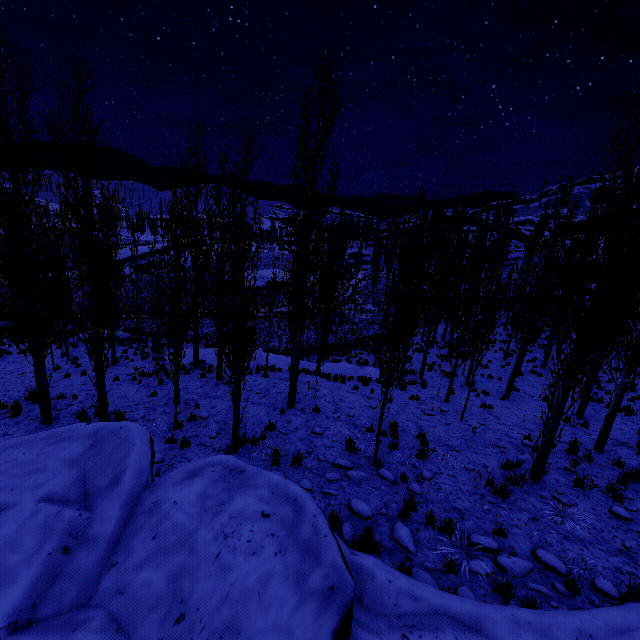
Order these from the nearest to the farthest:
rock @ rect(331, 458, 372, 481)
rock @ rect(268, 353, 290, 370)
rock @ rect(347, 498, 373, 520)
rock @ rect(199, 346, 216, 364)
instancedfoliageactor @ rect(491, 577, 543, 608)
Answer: instancedfoliageactor @ rect(491, 577, 543, 608) → rock @ rect(347, 498, 373, 520) → rock @ rect(331, 458, 372, 481) → rock @ rect(199, 346, 216, 364) → rock @ rect(268, 353, 290, 370)

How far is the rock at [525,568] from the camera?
5.7m

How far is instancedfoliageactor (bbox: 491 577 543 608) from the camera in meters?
5.0

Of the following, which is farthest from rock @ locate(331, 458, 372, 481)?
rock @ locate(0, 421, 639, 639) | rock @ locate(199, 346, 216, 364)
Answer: rock @ locate(199, 346, 216, 364)

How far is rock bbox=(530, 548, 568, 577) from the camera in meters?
5.7 m

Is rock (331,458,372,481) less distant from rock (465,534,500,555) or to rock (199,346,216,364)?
rock (465,534,500,555)

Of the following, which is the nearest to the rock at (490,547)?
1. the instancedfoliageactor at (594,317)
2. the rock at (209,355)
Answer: the instancedfoliageactor at (594,317)

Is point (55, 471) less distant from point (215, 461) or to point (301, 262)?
point (215, 461)
